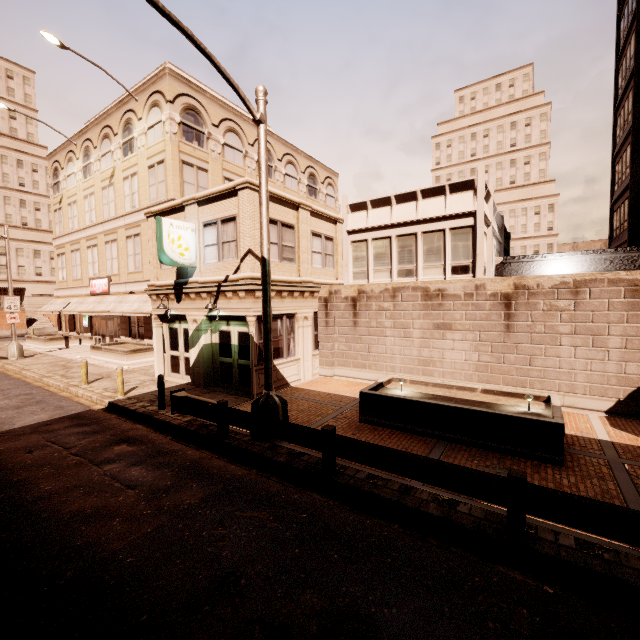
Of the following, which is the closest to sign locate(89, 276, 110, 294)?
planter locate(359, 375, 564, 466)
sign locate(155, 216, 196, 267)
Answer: sign locate(155, 216, 196, 267)

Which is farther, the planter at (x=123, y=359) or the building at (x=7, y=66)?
the building at (x=7, y=66)

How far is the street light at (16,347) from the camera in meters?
22.2

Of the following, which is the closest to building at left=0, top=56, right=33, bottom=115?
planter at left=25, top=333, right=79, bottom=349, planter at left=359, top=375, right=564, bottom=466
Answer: planter at left=25, top=333, right=79, bottom=349

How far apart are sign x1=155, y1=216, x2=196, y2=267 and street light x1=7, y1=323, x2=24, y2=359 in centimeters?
1785cm

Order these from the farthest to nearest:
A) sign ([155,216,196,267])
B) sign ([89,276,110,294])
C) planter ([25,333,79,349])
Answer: planter ([25,333,79,349])
sign ([89,276,110,294])
sign ([155,216,196,267])

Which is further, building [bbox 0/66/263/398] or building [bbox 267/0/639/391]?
building [bbox 267/0/639/391]

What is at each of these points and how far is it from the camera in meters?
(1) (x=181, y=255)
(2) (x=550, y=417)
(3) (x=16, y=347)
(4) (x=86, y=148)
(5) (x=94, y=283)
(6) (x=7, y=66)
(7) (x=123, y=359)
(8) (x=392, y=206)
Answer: (1) sign, 13.1 m
(2) planter, 7.9 m
(3) street light, 22.4 m
(4) building, 27.0 m
(5) sign, 27.0 m
(6) building, 57.1 m
(7) planter, 19.5 m
(8) building, 16.2 m
